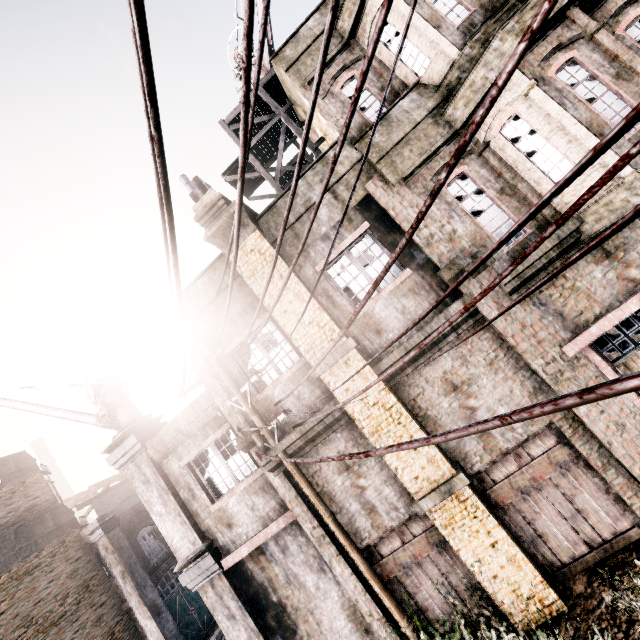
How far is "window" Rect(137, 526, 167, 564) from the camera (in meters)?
17.98

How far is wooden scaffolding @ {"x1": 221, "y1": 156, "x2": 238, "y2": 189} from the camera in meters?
10.8 m

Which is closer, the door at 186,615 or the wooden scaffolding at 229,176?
the wooden scaffolding at 229,176

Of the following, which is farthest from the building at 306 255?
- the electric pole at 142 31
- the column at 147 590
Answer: the column at 147 590

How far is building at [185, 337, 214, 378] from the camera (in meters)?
8.74

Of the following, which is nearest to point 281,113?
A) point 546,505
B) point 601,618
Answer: point 546,505

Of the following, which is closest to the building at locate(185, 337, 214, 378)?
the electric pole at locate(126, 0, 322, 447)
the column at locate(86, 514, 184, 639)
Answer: the electric pole at locate(126, 0, 322, 447)
